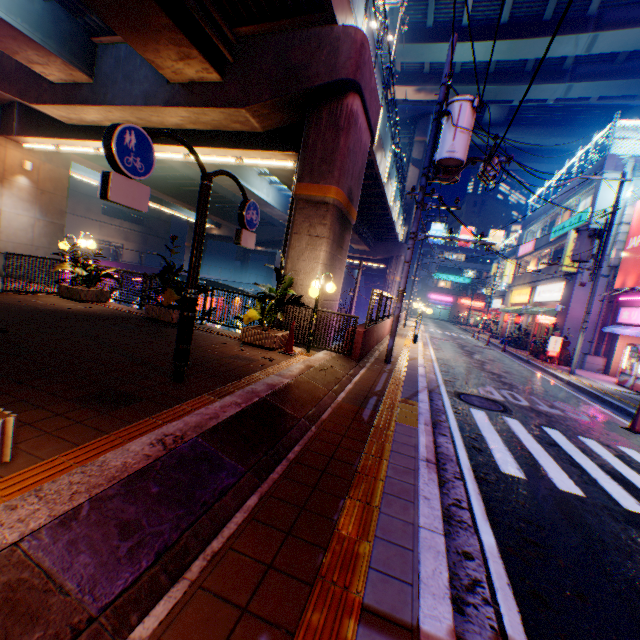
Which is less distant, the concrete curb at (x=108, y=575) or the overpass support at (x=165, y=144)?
the concrete curb at (x=108, y=575)

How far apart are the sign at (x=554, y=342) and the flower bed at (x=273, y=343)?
17.5 meters

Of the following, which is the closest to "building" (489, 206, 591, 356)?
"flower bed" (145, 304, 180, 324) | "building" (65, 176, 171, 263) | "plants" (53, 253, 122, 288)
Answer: "plants" (53, 253, 122, 288)

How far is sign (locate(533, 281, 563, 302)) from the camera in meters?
21.8

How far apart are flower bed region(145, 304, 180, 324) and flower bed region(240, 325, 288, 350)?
2.2 meters

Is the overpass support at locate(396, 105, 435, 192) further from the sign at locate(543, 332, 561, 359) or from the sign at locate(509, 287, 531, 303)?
the sign at locate(543, 332, 561, 359)

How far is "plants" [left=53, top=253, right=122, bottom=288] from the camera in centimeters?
1023cm

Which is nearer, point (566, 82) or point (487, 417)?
point (487, 417)
